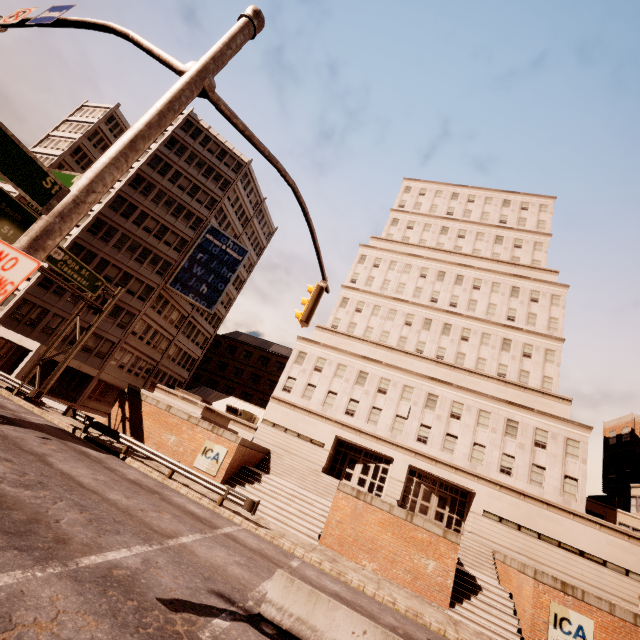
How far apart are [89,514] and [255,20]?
13.0 meters

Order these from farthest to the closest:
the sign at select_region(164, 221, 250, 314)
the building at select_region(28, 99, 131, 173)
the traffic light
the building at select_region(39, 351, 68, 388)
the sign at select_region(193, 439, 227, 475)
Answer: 1. the building at select_region(28, 99, 131, 173)
2. the sign at select_region(164, 221, 250, 314)
3. the building at select_region(39, 351, 68, 388)
4. the sign at select_region(193, 439, 227, 475)
5. the traffic light

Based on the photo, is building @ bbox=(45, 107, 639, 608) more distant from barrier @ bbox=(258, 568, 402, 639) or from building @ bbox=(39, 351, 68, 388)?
barrier @ bbox=(258, 568, 402, 639)

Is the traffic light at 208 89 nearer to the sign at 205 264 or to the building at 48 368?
the building at 48 368

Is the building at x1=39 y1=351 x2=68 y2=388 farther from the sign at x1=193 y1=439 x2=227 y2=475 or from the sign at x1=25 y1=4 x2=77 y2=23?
the sign at x1=25 y1=4 x2=77 y2=23

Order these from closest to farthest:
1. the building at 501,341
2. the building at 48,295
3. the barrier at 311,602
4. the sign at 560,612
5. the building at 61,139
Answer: the barrier at 311,602 < the sign at 560,612 < the building at 501,341 < the building at 48,295 < the building at 61,139

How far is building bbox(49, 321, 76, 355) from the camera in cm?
3228
